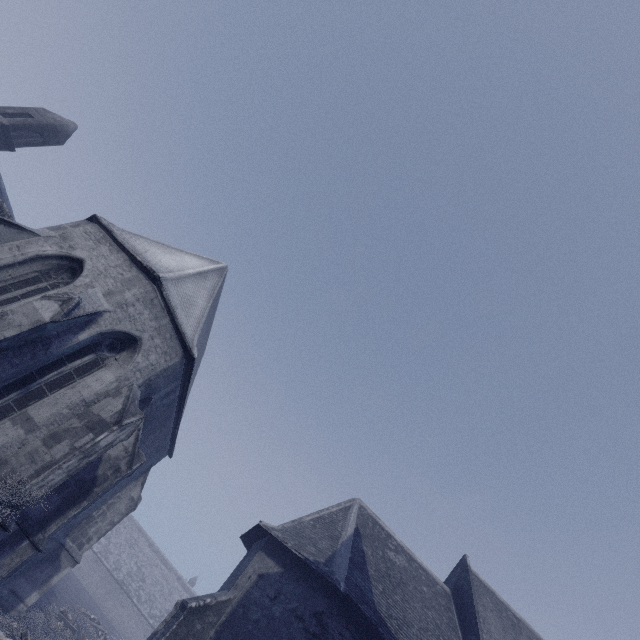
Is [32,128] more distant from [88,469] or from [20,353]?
[88,469]
